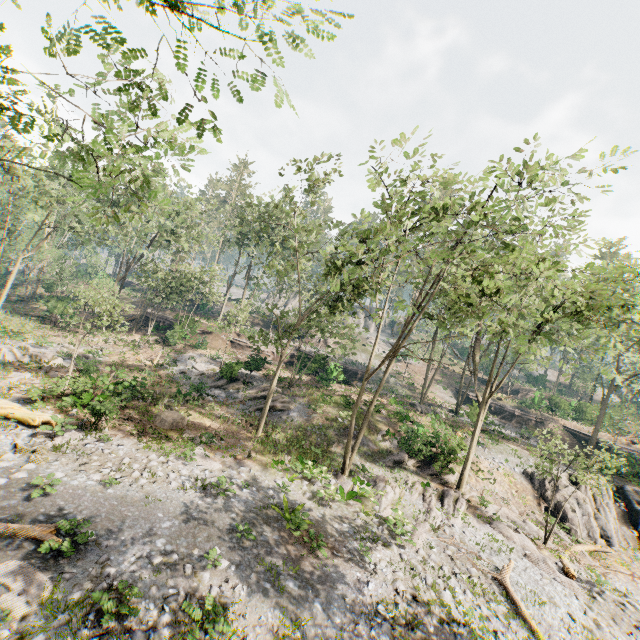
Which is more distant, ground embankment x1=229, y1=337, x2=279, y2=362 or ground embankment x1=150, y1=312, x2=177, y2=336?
ground embankment x1=150, y1=312, x2=177, y2=336

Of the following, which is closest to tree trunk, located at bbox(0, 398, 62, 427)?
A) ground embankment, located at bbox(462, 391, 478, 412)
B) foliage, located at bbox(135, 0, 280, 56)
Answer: foliage, located at bbox(135, 0, 280, 56)

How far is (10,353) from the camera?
22.5m

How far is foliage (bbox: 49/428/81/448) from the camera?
14.3m

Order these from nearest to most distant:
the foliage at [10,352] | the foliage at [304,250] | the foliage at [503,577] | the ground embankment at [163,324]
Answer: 1. the foliage at [304,250]
2. the foliage at [503,577]
3. the foliage at [10,352]
4. the ground embankment at [163,324]

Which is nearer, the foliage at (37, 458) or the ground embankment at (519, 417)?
the foliage at (37, 458)

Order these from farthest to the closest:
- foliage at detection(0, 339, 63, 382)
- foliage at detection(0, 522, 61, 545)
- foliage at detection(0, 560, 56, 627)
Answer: foliage at detection(0, 339, 63, 382) → foliage at detection(0, 522, 61, 545) → foliage at detection(0, 560, 56, 627)
